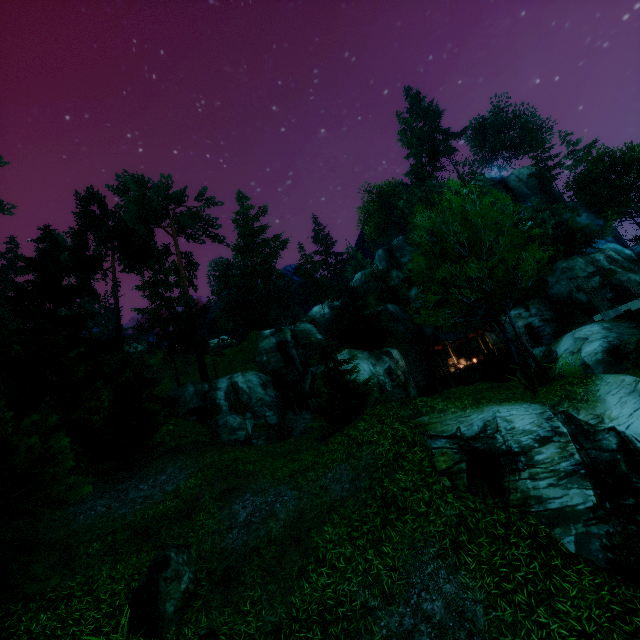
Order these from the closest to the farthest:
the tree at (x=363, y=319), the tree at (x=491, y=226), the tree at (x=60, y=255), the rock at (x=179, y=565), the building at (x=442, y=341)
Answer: the rock at (x=179, y=565), the tree at (x=60, y=255), the tree at (x=491, y=226), the tree at (x=363, y=319), the building at (x=442, y=341)

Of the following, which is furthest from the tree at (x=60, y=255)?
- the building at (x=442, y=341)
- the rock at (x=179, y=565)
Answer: the building at (x=442, y=341)

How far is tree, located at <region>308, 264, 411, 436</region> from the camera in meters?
19.6 m

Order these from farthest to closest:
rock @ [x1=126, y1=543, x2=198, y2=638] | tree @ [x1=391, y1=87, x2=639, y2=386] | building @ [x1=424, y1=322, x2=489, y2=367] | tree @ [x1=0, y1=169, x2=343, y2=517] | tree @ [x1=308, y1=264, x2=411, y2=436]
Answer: building @ [x1=424, y1=322, x2=489, y2=367]
tree @ [x1=308, y1=264, x2=411, y2=436]
tree @ [x1=391, y1=87, x2=639, y2=386]
tree @ [x1=0, y1=169, x2=343, y2=517]
rock @ [x1=126, y1=543, x2=198, y2=638]

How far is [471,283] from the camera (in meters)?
11.95

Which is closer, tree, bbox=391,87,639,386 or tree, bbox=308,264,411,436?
tree, bbox=391,87,639,386

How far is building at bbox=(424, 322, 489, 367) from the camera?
33.1 meters
